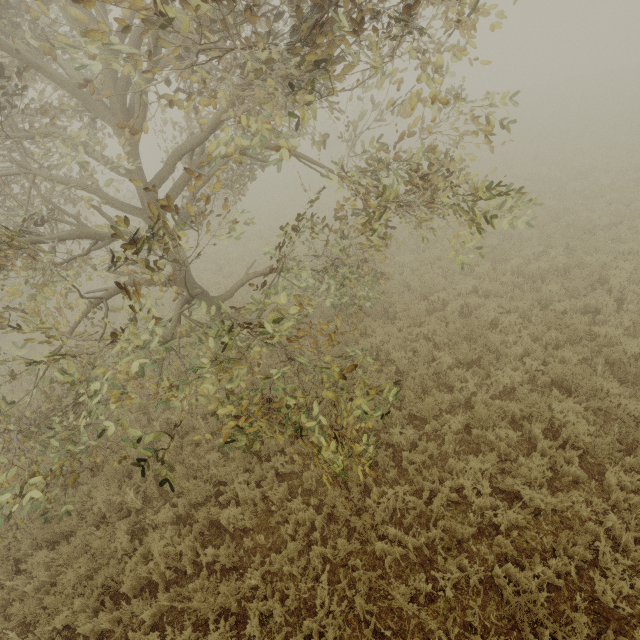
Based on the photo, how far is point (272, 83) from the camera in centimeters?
308cm
